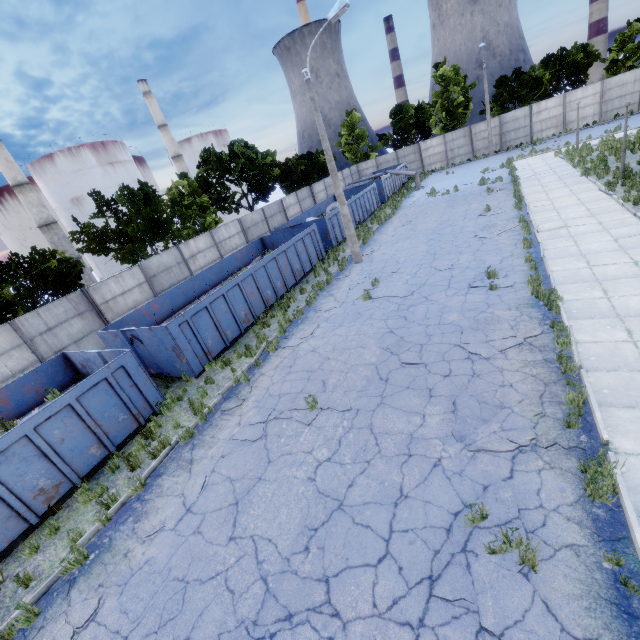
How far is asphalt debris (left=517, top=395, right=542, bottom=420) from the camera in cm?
593

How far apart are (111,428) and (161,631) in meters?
5.6 m

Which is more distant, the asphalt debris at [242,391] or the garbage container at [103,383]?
the asphalt debris at [242,391]

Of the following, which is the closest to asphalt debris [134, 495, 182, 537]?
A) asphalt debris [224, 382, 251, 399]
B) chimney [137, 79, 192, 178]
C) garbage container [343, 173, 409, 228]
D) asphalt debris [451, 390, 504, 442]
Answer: asphalt debris [224, 382, 251, 399]

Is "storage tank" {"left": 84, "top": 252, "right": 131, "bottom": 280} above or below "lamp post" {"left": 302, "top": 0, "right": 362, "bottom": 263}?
below

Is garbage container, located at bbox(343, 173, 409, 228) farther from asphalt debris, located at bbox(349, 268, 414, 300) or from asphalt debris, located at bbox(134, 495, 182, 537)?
asphalt debris, located at bbox(134, 495, 182, 537)

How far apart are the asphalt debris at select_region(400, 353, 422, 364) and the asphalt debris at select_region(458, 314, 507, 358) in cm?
105

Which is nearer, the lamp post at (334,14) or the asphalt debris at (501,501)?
the asphalt debris at (501,501)
